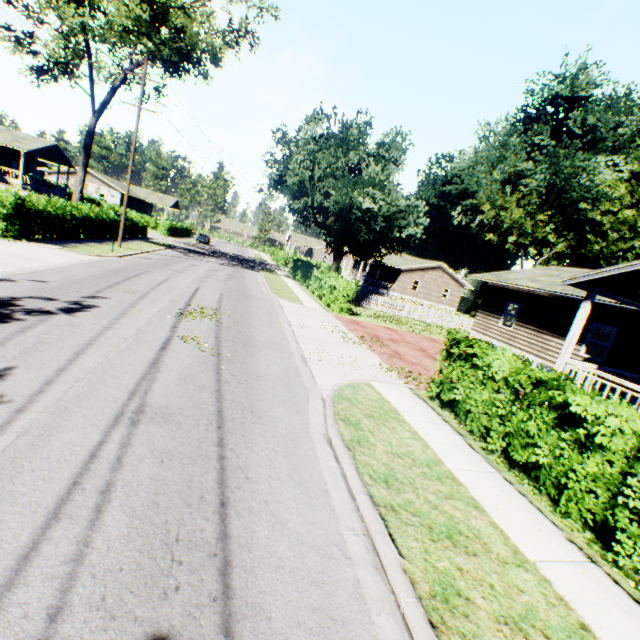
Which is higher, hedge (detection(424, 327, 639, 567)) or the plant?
the plant

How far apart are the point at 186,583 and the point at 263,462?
1.9m

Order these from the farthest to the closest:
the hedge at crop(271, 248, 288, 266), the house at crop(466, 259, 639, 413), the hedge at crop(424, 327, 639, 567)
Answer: the hedge at crop(271, 248, 288, 266) → the house at crop(466, 259, 639, 413) → the hedge at crop(424, 327, 639, 567)

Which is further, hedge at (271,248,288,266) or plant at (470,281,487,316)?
plant at (470,281,487,316)

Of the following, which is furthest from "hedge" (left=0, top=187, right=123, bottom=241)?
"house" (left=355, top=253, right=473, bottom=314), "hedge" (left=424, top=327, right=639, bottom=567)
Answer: "house" (left=355, top=253, right=473, bottom=314)

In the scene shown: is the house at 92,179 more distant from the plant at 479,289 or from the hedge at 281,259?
the plant at 479,289

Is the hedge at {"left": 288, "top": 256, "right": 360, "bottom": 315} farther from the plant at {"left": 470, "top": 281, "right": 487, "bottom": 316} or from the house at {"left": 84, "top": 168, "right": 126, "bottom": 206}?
the plant at {"left": 470, "top": 281, "right": 487, "bottom": 316}

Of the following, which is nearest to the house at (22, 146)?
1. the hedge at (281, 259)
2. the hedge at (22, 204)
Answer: the hedge at (22, 204)
